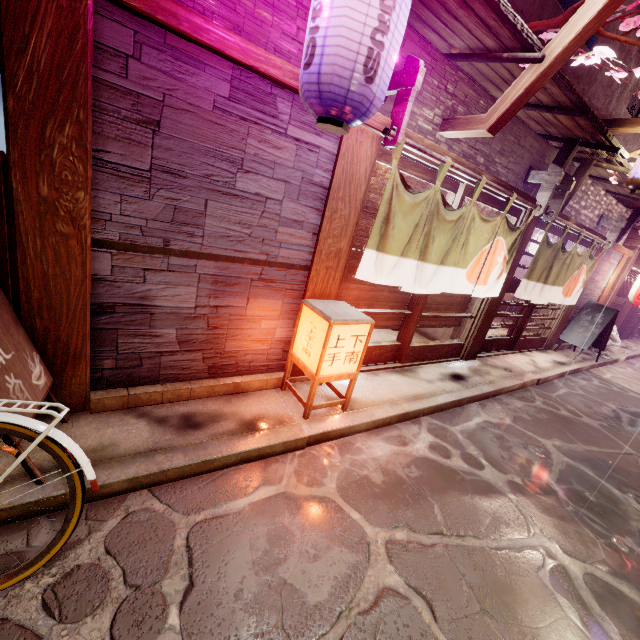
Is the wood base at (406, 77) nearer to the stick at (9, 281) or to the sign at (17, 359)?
the stick at (9, 281)

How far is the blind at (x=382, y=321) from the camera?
8.5m

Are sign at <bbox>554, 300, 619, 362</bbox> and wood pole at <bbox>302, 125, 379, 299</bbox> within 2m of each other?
no

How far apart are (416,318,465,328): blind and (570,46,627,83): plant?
4.9 meters

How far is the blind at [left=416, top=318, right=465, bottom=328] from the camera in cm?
972

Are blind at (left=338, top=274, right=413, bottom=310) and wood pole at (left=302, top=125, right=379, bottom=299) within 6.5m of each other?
yes

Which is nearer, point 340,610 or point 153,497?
point 340,610

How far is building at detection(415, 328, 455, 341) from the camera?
11.95m
